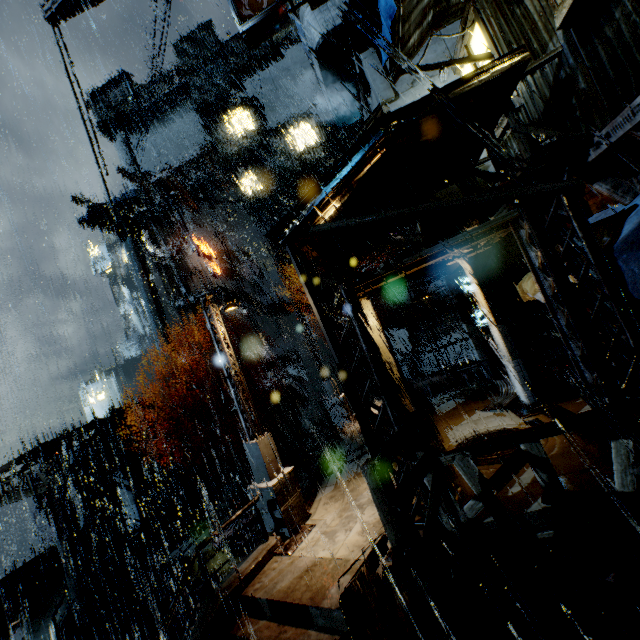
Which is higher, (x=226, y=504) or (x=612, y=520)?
(x=612, y=520)

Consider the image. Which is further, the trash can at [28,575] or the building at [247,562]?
the trash can at [28,575]

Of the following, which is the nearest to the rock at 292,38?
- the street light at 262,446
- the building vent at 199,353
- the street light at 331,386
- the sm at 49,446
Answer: the building vent at 199,353

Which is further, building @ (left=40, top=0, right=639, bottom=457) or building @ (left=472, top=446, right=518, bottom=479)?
building @ (left=472, top=446, right=518, bottom=479)

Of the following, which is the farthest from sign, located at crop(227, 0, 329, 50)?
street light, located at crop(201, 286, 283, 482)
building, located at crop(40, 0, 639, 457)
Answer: street light, located at crop(201, 286, 283, 482)

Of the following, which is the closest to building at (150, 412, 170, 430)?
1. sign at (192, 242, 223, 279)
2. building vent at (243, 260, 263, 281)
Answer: building vent at (243, 260, 263, 281)

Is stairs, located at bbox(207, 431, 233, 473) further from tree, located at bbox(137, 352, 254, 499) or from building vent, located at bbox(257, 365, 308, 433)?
tree, located at bbox(137, 352, 254, 499)
